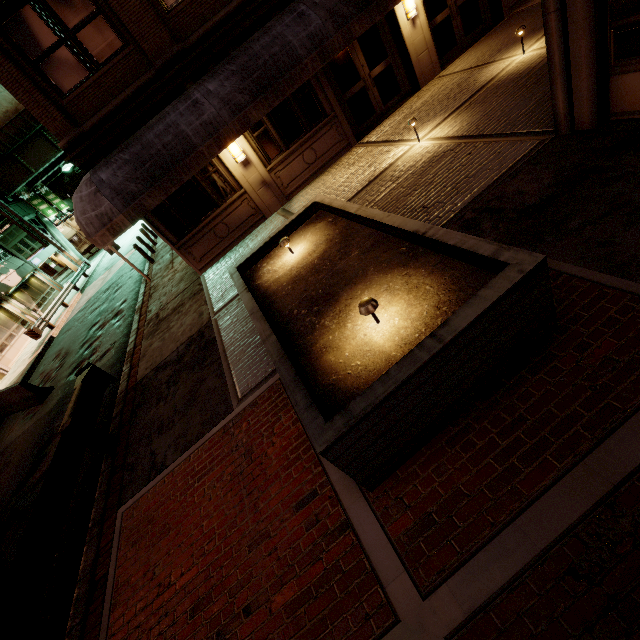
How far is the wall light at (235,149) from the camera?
9.6m

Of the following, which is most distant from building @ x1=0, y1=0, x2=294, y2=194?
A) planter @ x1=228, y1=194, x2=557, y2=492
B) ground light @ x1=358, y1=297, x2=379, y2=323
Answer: ground light @ x1=358, y1=297, x2=379, y2=323

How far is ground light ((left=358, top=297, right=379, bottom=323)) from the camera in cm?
332

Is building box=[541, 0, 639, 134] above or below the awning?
below

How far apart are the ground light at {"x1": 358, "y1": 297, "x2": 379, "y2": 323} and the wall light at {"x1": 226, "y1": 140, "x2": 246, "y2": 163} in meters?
8.4

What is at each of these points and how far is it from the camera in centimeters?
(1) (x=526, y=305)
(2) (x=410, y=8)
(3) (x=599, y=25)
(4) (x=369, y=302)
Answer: (1) planter, 285cm
(2) wall light, 984cm
(3) building, 410cm
(4) ground light, 333cm

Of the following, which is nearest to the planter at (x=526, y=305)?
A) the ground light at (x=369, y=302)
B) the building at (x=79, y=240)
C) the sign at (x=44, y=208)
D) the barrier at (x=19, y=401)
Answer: the ground light at (x=369, y=302)

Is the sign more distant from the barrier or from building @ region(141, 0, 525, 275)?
the barrier
